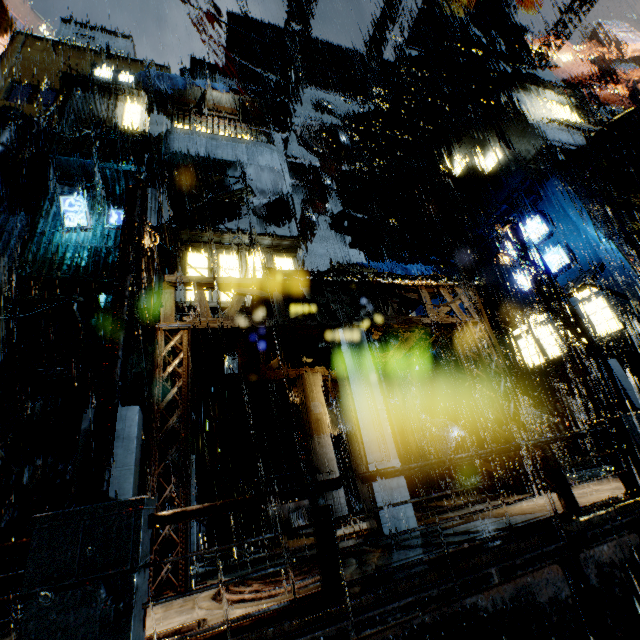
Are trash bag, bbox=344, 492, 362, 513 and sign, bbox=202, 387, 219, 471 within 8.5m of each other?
yes

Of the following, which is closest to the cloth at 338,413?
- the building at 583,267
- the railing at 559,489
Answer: the building at 583,267

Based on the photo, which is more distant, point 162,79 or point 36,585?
point 162,79

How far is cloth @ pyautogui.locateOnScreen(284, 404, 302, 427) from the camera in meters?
14.7

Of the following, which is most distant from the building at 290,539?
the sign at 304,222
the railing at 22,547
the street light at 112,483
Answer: the railing at 22,547

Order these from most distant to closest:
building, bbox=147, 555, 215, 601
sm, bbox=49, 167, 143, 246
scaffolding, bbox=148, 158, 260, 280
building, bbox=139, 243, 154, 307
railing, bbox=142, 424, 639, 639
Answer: sm, bbox=49, 167, 143, 246 < building, bbox=139, 243, 154, 307 < scaffolding, bbox=148, 158, 260, 280 < building, bbox=147, 555, 215, 601 < railing, bbox=142, 424, 639, 639

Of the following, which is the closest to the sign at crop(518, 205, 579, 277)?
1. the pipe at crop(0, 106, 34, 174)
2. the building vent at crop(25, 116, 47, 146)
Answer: the pipe at crop(0, 106, 34, 174)

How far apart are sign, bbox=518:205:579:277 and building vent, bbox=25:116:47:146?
32.40m
